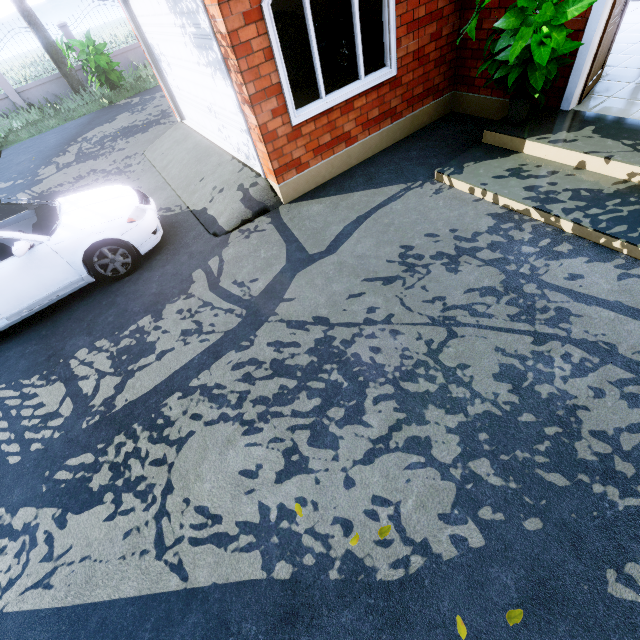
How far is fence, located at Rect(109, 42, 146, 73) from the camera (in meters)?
14.71

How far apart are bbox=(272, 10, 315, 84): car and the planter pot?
5.1 meters

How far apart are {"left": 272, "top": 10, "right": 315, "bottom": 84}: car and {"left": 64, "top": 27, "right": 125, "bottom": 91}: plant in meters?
8.4

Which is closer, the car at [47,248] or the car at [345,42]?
the car at [47,248]

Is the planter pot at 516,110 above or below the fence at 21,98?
below

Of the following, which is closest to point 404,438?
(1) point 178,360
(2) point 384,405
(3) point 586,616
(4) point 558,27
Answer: (2) point 384,405

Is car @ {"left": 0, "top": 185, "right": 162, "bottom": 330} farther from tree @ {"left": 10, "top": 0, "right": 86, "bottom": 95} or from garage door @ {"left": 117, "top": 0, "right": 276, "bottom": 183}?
tree @ {"left": 10, "top": 0, "right": 86, "bottom": 95}

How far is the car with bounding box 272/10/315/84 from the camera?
7.2 meters
